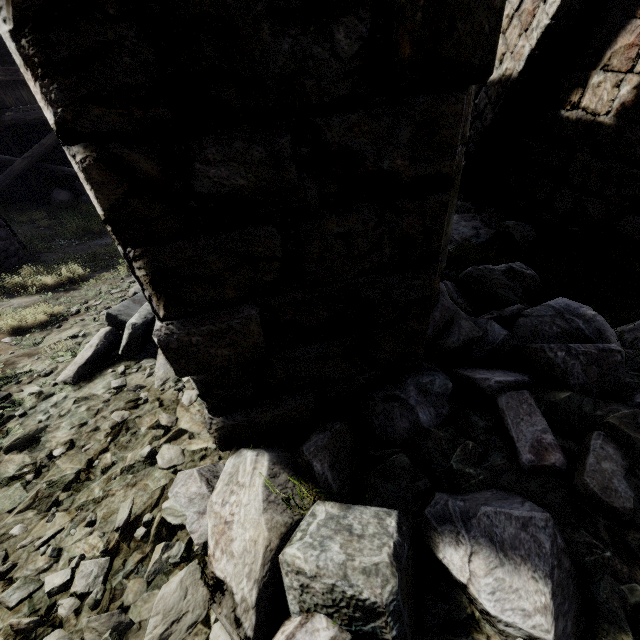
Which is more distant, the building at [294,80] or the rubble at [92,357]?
the rubble at [92,357]

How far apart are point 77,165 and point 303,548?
1.5m

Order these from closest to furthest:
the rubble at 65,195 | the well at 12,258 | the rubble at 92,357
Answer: the rubble at 92,357
the well at 12,258
the rubble at 65,195

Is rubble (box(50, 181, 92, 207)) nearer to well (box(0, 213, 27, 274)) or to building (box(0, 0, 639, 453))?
building (box(0, 0, 639, 453))

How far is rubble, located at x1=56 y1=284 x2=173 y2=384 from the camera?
3.0m

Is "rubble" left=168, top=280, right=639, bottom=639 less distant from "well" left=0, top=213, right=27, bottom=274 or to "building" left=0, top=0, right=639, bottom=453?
"building" left=0, top=0, right=639, bottom=453

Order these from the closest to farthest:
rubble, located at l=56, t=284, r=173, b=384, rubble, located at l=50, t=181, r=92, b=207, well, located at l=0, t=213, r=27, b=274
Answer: rubble, located at l=56, t=284, r=173, b=384 → well, located at l=0, t=213, r=27, b=274 → rubble, located at l=50, t=181, r=92, b=207

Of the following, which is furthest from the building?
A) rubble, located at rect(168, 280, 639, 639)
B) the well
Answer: the well
